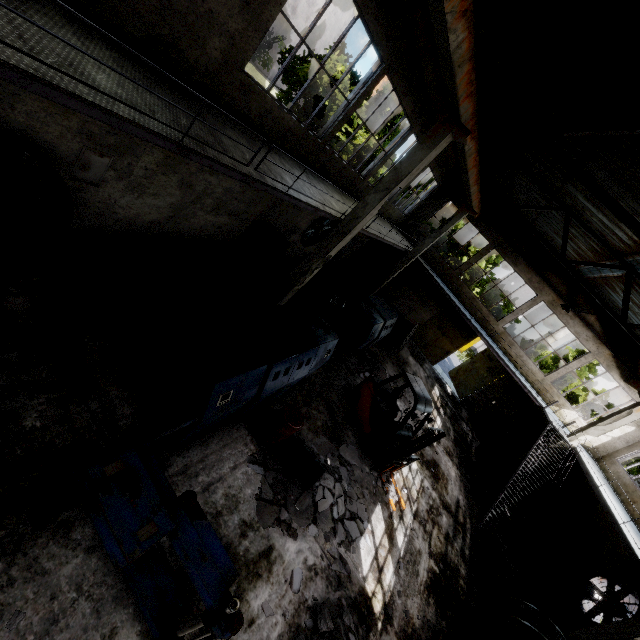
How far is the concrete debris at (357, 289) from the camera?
19.94m

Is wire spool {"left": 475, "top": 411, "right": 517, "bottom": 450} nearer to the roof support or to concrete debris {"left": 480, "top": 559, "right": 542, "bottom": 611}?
concrete debris {"left": 480, "top": 559, "right": 542, "bottom": 611}

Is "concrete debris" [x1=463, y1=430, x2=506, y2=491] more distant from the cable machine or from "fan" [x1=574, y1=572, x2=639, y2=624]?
the cable machine

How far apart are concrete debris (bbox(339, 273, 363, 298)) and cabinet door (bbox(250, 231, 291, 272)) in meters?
7.9 m

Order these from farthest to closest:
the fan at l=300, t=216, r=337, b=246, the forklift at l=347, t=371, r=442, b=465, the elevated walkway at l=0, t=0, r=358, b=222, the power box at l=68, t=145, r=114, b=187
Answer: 1. the fan at l=300, t=216, r=337, b=246
2. the forklift at l=347, t=371, r=442, b=465
3. the power box at l=68, t=145, r=114, b=187
4. the elevated walkway at l=0, t=0, r=358, b=222

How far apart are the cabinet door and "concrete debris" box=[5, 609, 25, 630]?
10.6 meters

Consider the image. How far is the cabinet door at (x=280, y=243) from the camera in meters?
12.1 m

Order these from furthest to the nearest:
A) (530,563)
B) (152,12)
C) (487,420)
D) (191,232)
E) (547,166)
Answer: (487,420) → (530,563) → (547,166) → (191,232) → (152,12)
